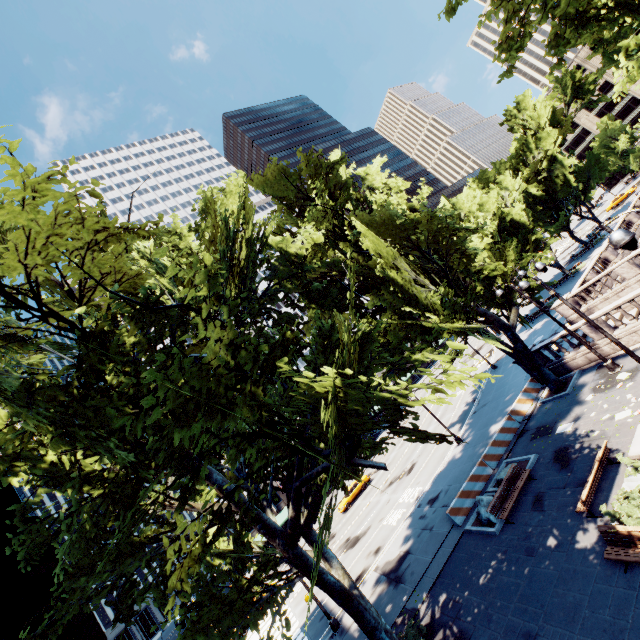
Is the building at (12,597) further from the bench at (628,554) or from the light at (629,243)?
the light at (629,243)

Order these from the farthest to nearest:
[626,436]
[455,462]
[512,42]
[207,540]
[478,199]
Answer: [478,199] < [455,462] < [207,540] < [626,436] < [512,42]

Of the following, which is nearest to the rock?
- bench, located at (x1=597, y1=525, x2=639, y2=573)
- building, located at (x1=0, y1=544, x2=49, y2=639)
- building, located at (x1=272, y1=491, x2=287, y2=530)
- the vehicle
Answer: bench, located at (x1=597, y1=525, x2=639, y2=573)

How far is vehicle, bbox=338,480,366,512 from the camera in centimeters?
3748cm

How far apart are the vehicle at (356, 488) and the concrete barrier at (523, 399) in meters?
23.1 m

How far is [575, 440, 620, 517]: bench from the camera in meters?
11.1

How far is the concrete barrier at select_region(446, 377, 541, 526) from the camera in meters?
17.4 m

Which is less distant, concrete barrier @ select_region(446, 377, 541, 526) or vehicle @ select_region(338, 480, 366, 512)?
concrete barrier @ select_region(446, 377, 541, 526)
